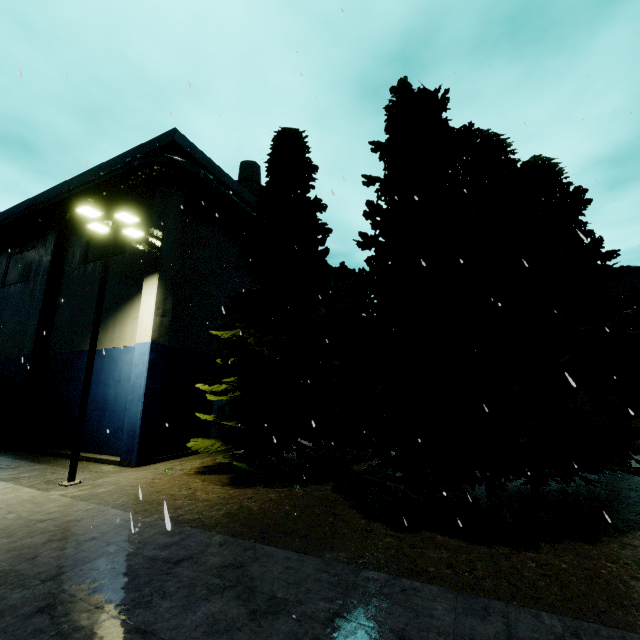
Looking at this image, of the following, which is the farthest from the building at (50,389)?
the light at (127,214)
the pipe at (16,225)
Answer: the light at (127,214)

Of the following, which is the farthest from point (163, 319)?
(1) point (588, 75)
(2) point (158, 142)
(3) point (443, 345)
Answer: (1) point (588, 75)

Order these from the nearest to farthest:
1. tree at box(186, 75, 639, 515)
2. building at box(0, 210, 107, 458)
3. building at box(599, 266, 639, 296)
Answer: tree at box(186, 75, 639, 515) → building at box(0, 210, 107, 458) → building at box(599, 266, 639, 296)

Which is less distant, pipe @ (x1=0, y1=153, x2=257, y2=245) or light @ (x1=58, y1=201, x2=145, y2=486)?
light @ (x1=58, y1=201, x2=145, y2=486)

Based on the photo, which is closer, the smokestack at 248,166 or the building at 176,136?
the building at 176,136

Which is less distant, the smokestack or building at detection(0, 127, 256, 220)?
building at detection(0, 127, 256, 220)

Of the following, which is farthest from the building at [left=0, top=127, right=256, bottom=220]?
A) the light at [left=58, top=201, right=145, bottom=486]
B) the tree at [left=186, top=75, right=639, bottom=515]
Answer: the light at [left=58, top=201, right=145, bottom=486]

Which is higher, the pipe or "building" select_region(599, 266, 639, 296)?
the pipe
